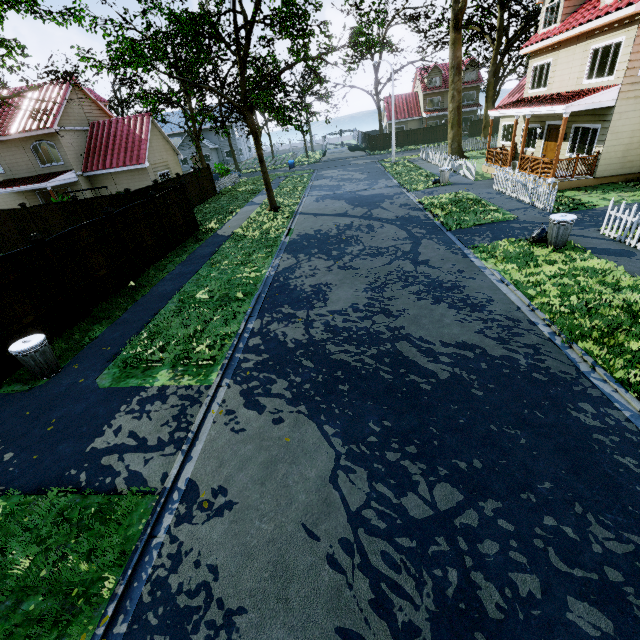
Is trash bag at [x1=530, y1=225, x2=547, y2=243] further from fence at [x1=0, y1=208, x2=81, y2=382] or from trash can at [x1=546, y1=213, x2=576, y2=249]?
fence at [x1=0, y1=208, x2=81, y2=382]

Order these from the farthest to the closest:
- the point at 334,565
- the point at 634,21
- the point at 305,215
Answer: the point at 305,215 < the point at 634,21 < the point at 334,565

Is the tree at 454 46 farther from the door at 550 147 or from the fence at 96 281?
the door at 550 147

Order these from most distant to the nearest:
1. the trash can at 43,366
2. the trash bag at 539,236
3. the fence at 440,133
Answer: the fence at 440,133
the trash bag at 539,236
the trash can at 43,366

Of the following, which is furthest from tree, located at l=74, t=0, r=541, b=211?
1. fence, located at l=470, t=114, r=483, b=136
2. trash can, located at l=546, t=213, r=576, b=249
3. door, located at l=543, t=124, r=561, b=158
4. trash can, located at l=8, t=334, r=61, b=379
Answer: trash can, located at l=546, t=213, r=576, b=249

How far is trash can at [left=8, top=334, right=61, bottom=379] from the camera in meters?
6.9

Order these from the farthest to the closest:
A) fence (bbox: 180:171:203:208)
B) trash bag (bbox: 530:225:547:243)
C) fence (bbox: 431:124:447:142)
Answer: fence (bbox: 431:124:447:142)
fence (bbox: 180:171:203:208)
trash bag (bbox: 530:225:547:243)

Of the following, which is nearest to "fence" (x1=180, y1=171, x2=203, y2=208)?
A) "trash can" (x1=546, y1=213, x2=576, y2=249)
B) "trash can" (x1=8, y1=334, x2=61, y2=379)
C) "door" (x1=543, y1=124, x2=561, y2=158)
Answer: "trash can" (x1=8, y1=334, x2=61, y2=379)
